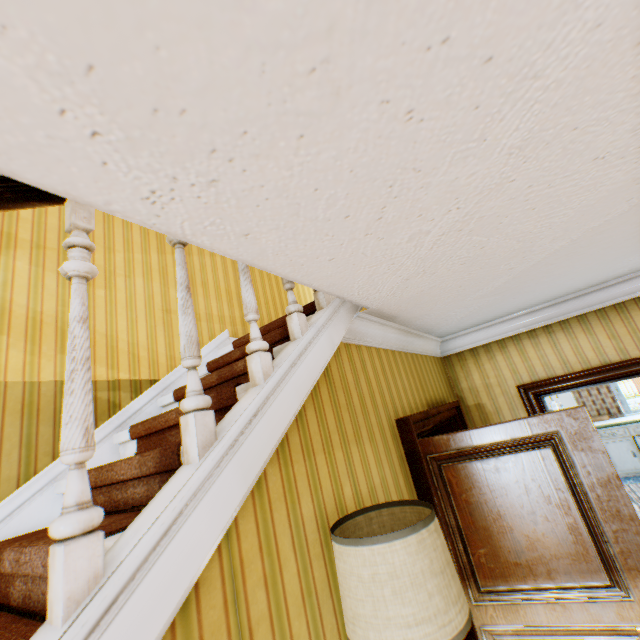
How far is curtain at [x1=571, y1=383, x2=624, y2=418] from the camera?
7.5 meters

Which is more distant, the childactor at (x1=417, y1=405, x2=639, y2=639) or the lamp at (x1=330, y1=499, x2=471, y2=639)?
the childactor at (x1=417, y1=405, x2=639, y2=639)

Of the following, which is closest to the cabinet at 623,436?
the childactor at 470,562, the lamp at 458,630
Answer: the childactor at 470,562

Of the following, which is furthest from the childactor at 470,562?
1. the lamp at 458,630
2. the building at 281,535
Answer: the lamp at 458,630

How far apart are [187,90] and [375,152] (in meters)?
0.51

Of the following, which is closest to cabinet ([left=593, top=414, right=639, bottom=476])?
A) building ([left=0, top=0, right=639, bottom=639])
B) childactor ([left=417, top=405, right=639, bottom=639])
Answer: building ([left=0, top=0, right=639, bottom=639])

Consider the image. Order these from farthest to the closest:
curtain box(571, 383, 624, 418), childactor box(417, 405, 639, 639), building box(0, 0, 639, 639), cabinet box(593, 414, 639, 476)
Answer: curtain box(571, 383, 624, 418), cabinet box(593, 414, 639, 476), childactor box(417, 405, 639, 639), building box(0, 0, 639, 639)

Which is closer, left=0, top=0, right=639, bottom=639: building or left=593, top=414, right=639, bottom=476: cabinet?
left=0, top=0, right=639, bottom=639: building
